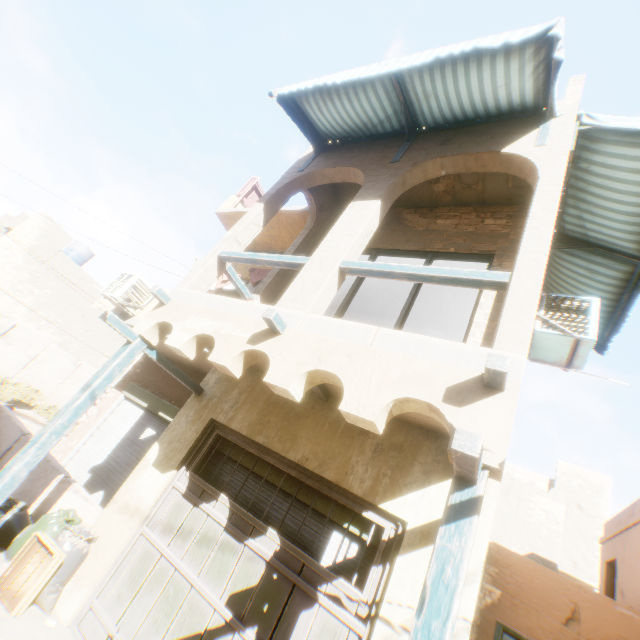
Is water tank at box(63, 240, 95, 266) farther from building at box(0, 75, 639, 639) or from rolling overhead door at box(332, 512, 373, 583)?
rolling overhead door at box(332, 512, 373, 583)

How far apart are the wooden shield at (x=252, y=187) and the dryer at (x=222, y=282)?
2.22m

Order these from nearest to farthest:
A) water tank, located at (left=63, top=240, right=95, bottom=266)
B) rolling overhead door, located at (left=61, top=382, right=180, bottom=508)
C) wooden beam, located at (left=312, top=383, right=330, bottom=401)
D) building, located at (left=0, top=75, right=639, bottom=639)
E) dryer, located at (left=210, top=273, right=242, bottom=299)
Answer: building, located at (left=0, top=75, right=639, bottom=639) → wooden beam, located at (left=312, top=383, right=330, bottom=401) → rolling overhead door, located at (left=61, top=382, right=180, bottom=508) → dryer, located at (left=210, top=273, right=242, bottom=299) → water tank, located at (left=63, top=240, right=95, bottom=266)

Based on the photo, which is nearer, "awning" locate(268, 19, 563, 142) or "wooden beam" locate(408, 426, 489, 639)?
"wooden beam" locate(408, 426, 489, 639)

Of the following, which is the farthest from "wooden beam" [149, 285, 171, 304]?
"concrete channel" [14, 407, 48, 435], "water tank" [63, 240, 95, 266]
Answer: "water tank" [63, 240, 95, 266]

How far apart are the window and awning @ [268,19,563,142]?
1.41m

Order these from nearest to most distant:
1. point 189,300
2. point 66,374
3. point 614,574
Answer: point 189,300
point 614,574
point 66,374

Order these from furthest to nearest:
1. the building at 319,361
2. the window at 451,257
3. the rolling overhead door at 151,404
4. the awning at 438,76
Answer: the rolling overhead door at 151,404 → the window at 451,257 → the awning at 438,76 → the building at 319,361
